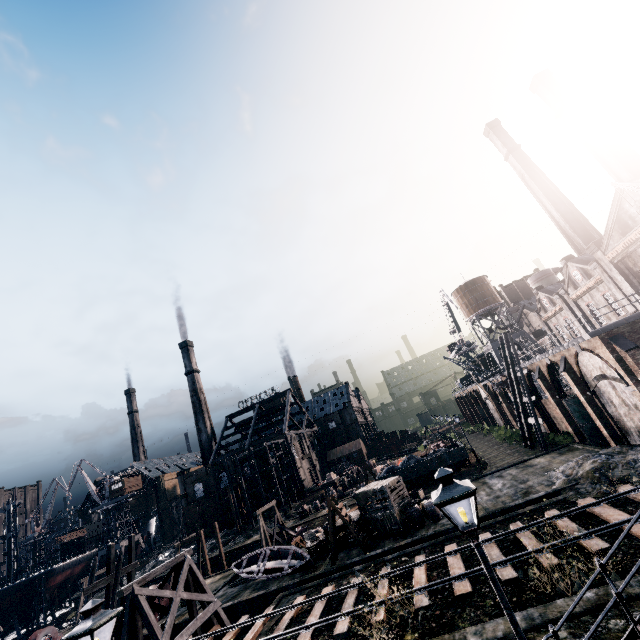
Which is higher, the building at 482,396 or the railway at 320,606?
the building at 482,396

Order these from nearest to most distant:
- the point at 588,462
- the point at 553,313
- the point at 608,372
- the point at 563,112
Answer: the point at 588,462, the point at 608,372, the point at 553,313, the point at 563,112

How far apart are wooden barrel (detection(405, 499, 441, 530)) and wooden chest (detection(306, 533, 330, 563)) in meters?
6.8

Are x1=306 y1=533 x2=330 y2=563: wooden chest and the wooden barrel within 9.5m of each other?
yes

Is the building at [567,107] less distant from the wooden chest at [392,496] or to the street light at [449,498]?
the wooden chest at [392,496]

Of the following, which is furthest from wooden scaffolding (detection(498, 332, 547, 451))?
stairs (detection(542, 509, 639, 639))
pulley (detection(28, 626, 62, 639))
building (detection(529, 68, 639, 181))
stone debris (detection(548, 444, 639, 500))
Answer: pulley (detection(28, 626, 62, 639))

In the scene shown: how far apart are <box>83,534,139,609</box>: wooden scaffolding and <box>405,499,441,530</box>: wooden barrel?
22.2 meters

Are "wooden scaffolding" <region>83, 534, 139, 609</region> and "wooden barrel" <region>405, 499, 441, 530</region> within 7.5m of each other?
no
